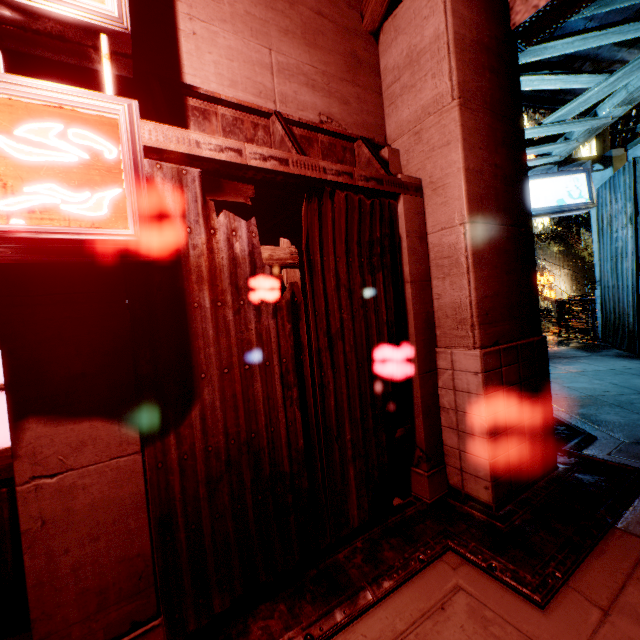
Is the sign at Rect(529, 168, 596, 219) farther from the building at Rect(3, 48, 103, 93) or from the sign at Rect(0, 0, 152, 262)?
the sign at Rect(0, 0, 152, 262)

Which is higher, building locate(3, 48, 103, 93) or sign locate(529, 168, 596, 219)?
sign locate(529, 168, 596, 219)

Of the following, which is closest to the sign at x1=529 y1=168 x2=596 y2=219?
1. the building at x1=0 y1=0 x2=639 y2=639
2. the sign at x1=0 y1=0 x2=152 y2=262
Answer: the building at x1=0 y1=0 x2=639 y2=639

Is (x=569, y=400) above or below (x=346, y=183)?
below

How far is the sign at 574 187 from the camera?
8.91m

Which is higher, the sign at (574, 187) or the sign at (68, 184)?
the sign at (574, 187)
